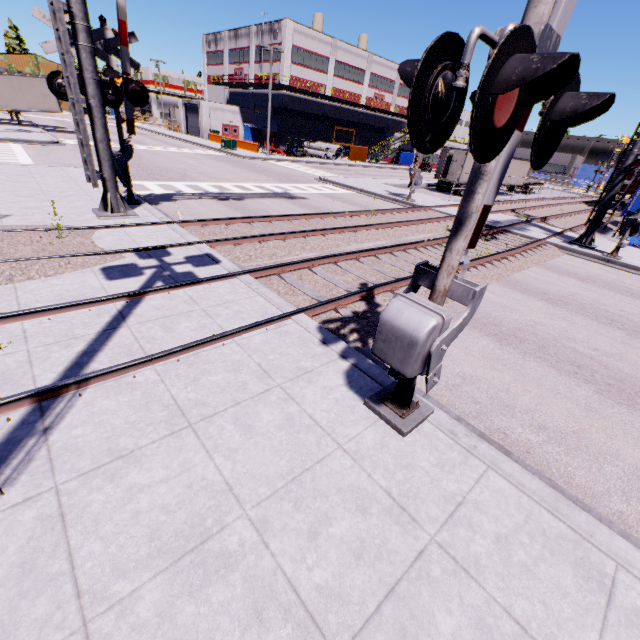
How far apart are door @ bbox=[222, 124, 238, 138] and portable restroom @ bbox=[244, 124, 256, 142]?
0.77m

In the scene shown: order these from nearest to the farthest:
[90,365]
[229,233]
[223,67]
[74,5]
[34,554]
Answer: [34,554] < [90,365] < [74,5] < [229,233] < [223,67]

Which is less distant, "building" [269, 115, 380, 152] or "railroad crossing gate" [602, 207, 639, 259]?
"railroad crossing gate" [602, 207, 639, 259]

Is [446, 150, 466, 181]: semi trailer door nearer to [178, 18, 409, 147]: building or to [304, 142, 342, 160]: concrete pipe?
[178, 18, 409, 147]: building

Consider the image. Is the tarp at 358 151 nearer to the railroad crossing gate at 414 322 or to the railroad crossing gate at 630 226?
the railroad crossing gate at 630 226

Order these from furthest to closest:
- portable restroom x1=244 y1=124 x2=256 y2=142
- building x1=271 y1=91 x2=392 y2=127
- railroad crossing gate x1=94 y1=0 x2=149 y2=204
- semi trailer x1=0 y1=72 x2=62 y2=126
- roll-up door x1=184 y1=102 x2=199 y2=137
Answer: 1. portable restroom x1=244 y1=124 x2=256 y2=142
2. roll-up door x1=184 y1=102 x2=199 y2=137
3. building x1=271 y1=91 x2=392 y2=127
4. semi trailer x1=0 y1=72 x2=62 y2=126
5. railroad crossing gate x1=94 y1=0 x2=149 y2=204

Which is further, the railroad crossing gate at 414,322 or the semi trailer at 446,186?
the semi trailer at 446,186

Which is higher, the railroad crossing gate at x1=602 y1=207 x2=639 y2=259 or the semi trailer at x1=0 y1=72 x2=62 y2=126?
the semi trailer at x1=0 y1=72 x2=62 y2=126
